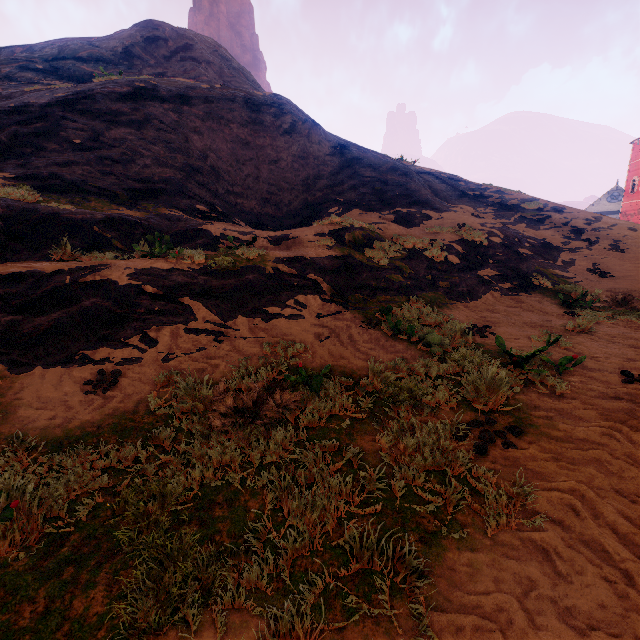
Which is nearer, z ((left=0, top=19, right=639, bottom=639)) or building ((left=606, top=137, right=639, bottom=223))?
z ((left=0, top=19, right=639, bottom=639))

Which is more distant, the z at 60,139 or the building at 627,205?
the building at 627,205

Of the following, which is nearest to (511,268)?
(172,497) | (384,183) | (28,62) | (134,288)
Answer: (384,183)
